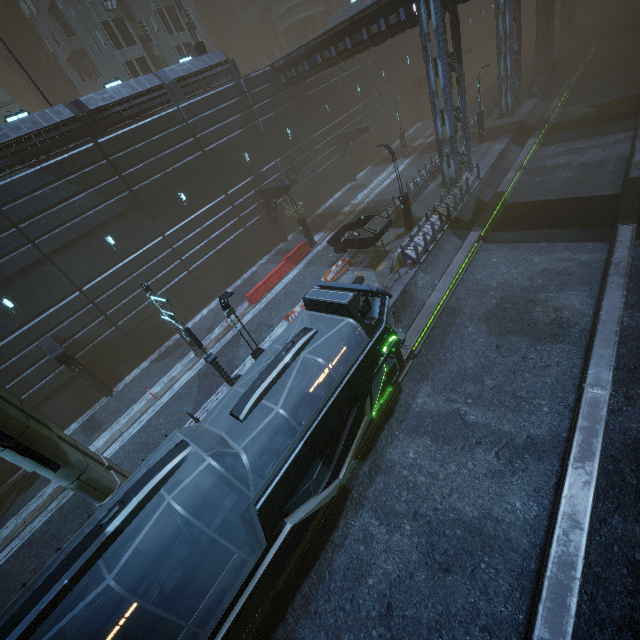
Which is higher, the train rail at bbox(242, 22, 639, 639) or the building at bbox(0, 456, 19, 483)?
the building at bbox(0, 456, 19, 483)

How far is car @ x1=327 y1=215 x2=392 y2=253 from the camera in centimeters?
1908cm

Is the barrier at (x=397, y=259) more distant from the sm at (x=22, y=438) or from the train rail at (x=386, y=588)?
the sm at (x=22, y=438)

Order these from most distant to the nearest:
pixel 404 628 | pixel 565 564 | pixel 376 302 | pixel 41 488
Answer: pixel 41 488, pixel 376 302, pixel 404 628, pixel 565 564

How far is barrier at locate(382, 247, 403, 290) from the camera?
17.35m

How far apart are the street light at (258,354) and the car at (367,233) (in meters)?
9.52

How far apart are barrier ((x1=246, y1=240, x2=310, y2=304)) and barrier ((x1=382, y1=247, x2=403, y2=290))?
8.2m

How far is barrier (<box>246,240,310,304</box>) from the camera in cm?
2206
